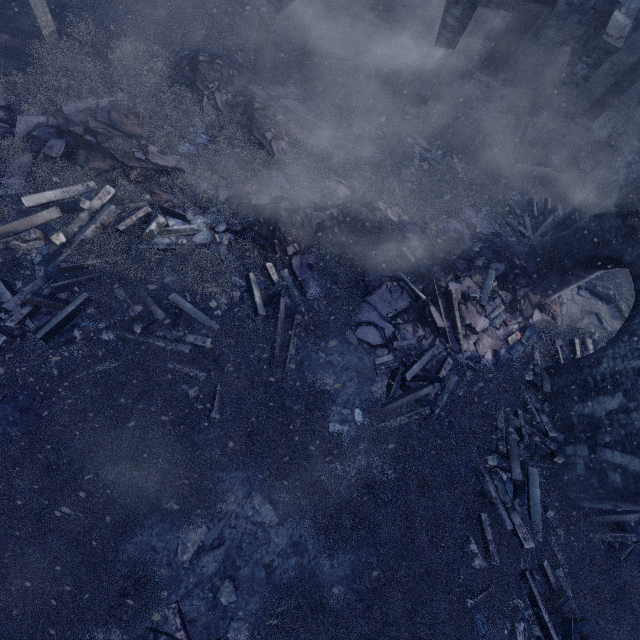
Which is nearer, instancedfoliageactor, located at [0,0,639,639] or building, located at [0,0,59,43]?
instancedfoliageactor, located at [0,0,639,639]

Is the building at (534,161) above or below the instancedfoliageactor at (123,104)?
above

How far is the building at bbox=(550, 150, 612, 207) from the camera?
12.8 meters

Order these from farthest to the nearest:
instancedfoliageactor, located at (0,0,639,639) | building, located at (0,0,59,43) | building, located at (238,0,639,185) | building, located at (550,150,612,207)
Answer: building, located at (550,150,612,207) < building, located at (238,0,639,185) < building, located at (0,0,59,43) < instancedfoliageactor, located at (0,0,639,639)

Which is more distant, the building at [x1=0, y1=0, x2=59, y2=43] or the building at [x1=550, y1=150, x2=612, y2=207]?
the building at [x1=550, y1=150, x2=612, y2=207]

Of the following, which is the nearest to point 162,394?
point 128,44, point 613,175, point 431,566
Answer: point 431,566

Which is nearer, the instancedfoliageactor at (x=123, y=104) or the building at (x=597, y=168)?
the instancedfoliageactor at (x=123, y=104)

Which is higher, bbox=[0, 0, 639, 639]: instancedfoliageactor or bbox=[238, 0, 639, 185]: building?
bbox=[238, 0, 639, 185]: building
